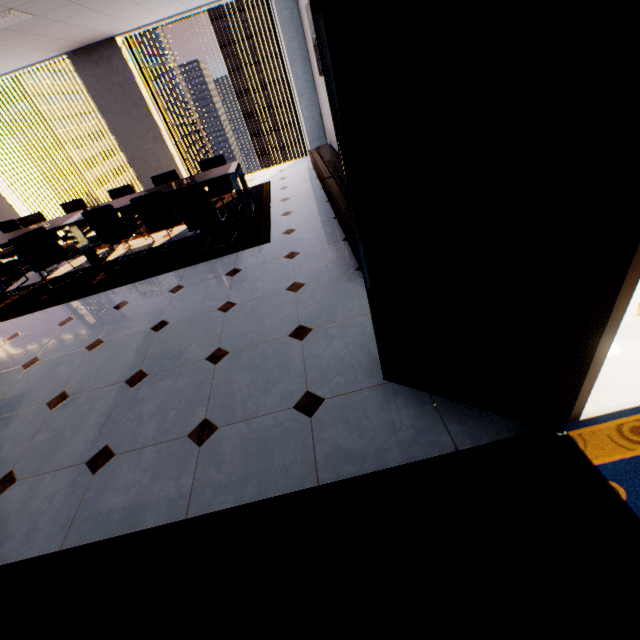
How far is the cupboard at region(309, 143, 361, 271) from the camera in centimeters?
336cm

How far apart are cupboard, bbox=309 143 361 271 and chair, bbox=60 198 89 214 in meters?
4.3 m

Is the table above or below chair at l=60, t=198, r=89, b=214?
below

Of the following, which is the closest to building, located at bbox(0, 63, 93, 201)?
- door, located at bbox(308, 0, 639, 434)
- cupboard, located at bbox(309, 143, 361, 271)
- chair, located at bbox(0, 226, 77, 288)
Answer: chair, located at bbox(0, 226, 77, 288)

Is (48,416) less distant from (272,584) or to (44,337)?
(44,337)

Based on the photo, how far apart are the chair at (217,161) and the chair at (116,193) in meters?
1.2 m

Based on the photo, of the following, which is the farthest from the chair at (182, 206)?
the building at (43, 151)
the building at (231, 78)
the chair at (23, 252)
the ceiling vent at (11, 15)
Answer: the building at (43, 151)

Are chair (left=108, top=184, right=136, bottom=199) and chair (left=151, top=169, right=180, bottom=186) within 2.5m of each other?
yes
